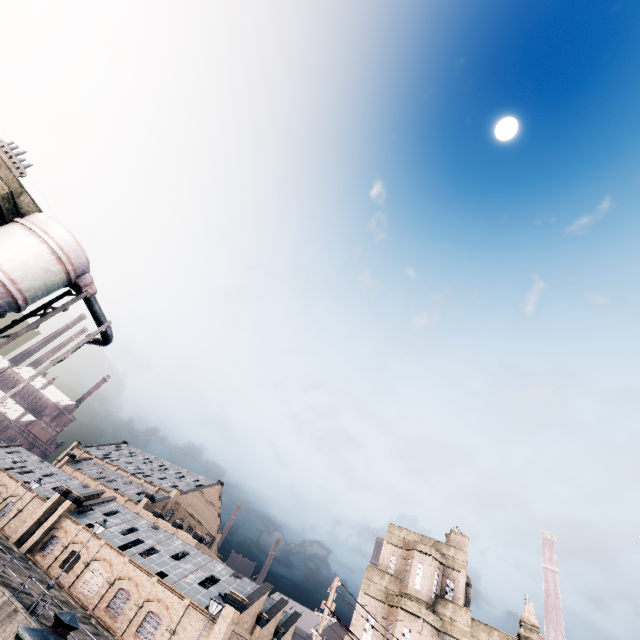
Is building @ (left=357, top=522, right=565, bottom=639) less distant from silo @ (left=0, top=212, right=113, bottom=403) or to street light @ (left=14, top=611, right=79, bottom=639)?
street light @ (left=14, top=611, right=79, bottom=639)

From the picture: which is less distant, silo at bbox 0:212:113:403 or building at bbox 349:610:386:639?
silo at bbox 0:212:113:403

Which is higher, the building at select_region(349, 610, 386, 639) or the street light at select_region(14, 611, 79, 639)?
the building at select_region(349, 610, 386, 639)

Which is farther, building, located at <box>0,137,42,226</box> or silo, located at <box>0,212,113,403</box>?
building, located at <box>0,137,42,226</box>

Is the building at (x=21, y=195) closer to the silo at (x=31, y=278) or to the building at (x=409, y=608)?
the silo at (x=31, y=278)

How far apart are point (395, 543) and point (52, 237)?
31.60m

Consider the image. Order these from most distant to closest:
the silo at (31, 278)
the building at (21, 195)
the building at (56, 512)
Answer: the building at (56, 512), the building at (21, 195), the silo at (31, 278)

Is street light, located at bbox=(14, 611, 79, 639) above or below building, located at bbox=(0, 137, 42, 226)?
below
